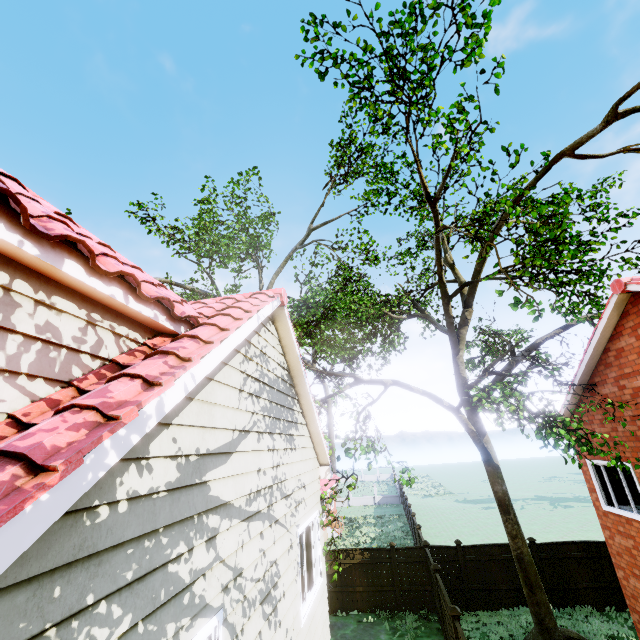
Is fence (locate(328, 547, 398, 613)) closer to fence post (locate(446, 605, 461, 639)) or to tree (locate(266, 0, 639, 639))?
fence post (locate(446, 605, 461, 639))

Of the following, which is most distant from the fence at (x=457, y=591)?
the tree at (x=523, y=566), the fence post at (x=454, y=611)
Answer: the tree at (x=523, y=566)

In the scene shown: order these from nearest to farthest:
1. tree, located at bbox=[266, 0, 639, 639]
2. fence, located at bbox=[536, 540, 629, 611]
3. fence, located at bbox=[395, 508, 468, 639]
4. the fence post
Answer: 1. tree, located at bbox=[266, 0, 639, 639]
2. the fence post
3. fence, located at bbox=[395, 508, 468, 639]
4. fence, located at bbox=[536, 540, 629, 611]

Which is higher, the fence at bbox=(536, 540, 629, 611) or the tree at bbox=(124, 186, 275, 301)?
the tree at bbox=(124, 186, 275, 301)

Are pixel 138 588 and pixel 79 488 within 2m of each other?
yes

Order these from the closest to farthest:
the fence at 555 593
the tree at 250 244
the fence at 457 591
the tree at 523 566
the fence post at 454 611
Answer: the tree at 523 566 < the fence post at 454 611 < the fence at 457 591 < the fence at 555 593 < the tree at 250 244
